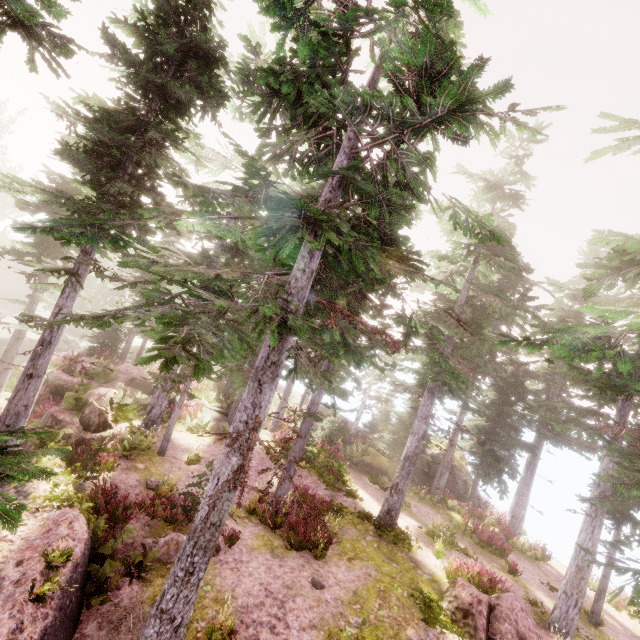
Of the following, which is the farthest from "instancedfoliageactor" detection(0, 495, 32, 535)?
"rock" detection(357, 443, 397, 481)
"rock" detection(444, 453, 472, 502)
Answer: "rock" detection(357, 443, 397, 481)

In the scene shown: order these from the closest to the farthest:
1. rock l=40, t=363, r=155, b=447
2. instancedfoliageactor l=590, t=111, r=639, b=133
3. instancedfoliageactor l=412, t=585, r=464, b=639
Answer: instancedfoliageactor l=590, t=111, r=639, b=133, instancedfoliageactor l=412, t=585, r=464, b=639, rock l=40, t=363, r=155, b=447

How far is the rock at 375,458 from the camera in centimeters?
2441cm

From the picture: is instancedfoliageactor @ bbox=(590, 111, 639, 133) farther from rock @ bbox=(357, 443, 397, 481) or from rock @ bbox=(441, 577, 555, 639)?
rock @ bbox=(441, 577, 555, 639)

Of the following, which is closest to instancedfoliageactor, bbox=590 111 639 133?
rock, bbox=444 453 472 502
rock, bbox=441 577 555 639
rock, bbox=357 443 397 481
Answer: rock, bbox=444 453 472 502

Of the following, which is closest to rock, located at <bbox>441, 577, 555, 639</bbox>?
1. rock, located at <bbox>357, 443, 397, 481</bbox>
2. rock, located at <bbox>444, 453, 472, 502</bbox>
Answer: rock, located at <bbox>357, 443, 397, 481</bbox>

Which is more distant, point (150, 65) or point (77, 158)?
point (150, 65)

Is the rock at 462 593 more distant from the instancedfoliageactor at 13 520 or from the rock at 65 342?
the rock at 65 342
